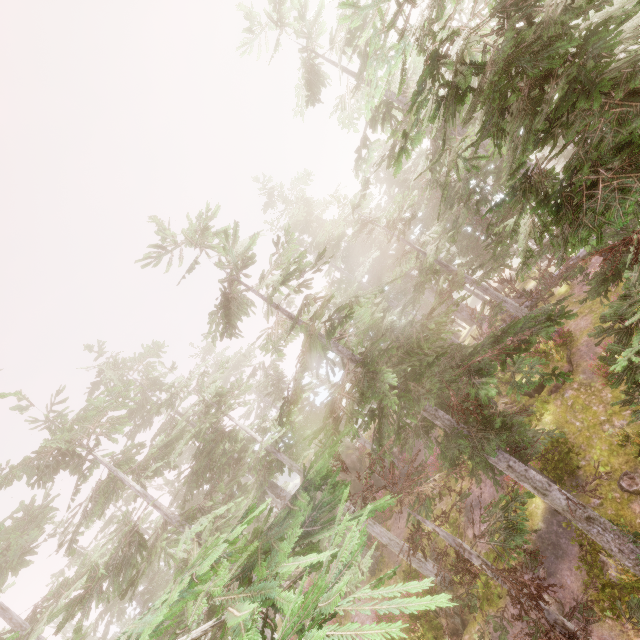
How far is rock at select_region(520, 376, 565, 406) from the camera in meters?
16.1

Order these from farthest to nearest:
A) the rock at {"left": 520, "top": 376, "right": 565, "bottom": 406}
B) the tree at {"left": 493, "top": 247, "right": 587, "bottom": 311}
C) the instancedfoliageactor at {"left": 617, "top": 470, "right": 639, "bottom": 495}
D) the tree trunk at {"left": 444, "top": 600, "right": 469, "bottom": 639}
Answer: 1. the tree at {"left": 493, "top": 247, "right": 587, "bottom": 311}
2. the rock at {"left": 520, "top": 376, "right": 565, "bottom": 406}
3. the tree trunk at {"left": 444, "top": 600, "right": 469, "bottom": 639}
4. the instancedfoliageactor at {"left": 617, "top": 470, "right": 639, "bottom": 495}

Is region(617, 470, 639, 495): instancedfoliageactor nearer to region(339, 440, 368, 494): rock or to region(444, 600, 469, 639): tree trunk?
region(339, 440, 368, 494): rock

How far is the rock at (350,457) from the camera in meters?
26.2 m

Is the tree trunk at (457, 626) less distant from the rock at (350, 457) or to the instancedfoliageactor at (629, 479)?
the instancedfoliageactor at (629, 479)

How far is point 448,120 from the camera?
5.7 meters

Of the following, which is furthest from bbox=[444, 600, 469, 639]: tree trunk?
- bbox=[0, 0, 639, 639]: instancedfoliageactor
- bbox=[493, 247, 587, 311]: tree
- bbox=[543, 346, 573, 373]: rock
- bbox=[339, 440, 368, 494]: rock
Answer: bbox=[493, 247, 587, 311]: tree

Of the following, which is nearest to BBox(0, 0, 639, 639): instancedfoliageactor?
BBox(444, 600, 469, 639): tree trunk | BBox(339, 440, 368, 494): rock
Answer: BBox(339, 440, 368, 494): rock
